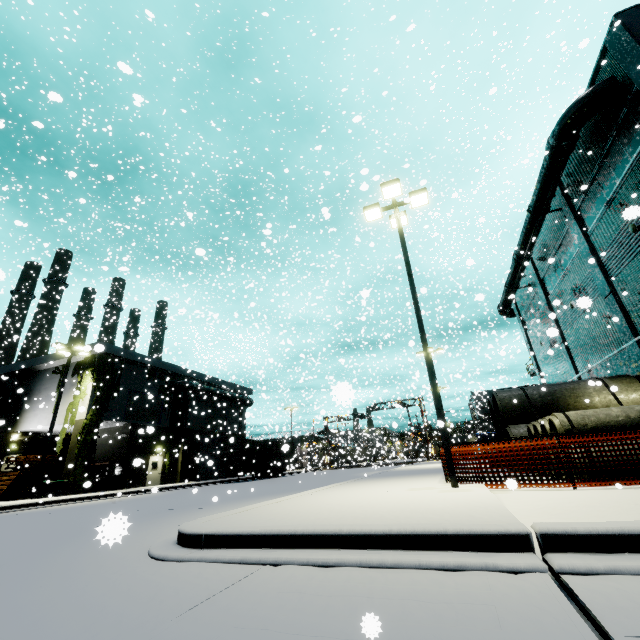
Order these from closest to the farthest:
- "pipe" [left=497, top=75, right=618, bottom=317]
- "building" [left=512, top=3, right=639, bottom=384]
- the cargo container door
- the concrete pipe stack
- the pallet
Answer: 1. the concrete pipe stack
2. "building" [left=512, top=3, right=639, bottom=384]
3. "pipe" [left=497, top=75, right=618, bottom=317]
4. the pallet
5. the cargo container door

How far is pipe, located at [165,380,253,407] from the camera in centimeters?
3133cm

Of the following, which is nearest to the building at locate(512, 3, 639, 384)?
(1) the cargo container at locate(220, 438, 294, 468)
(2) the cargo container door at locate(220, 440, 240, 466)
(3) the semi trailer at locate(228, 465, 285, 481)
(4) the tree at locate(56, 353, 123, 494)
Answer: (4) the tree at locate(56, 353, 123, 494)

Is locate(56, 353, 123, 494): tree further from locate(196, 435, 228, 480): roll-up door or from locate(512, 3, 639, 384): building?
locate(196, 435, 228, 480): roll-up door

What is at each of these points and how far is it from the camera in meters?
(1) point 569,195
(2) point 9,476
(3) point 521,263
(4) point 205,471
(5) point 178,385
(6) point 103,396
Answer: (1) building, 17.8
(2) pallet, 22.2
(3) pipe, 23.5
(4) roll-up door, 34.4
(5) pipe, 31.4
(6) tree, 24.6

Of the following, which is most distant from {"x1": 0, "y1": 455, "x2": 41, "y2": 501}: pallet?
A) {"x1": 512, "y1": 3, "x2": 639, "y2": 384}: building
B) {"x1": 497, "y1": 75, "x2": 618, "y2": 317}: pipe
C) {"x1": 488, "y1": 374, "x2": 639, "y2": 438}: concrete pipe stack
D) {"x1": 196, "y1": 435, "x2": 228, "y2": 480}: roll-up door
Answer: {"x1": 488, "y1": 374, "x2": 639, "y2": 438}: concrete pipe stack

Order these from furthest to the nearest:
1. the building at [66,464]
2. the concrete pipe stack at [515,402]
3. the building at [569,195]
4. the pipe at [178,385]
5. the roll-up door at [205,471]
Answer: the roll-up door at [205,471], the pipe at [178,385], the building at [66,464], the building at [569,195], the concrete pipe stack at [515,402]

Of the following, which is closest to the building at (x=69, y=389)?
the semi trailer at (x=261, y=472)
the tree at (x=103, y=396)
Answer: the tree at (x=103, y=396)
